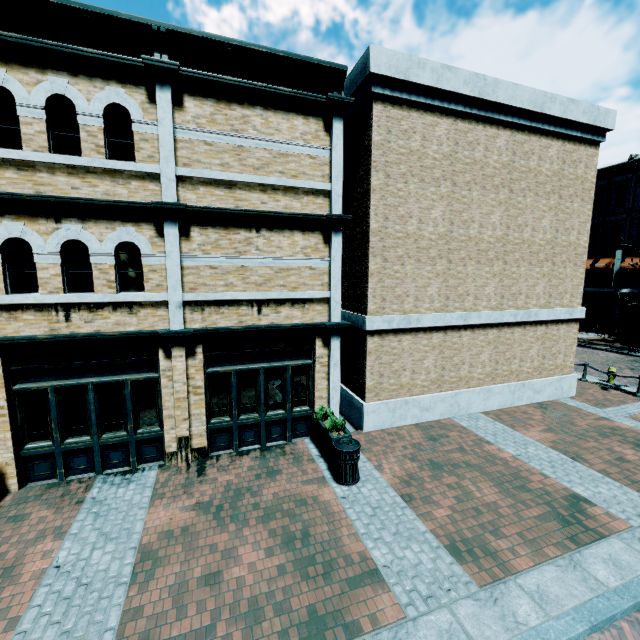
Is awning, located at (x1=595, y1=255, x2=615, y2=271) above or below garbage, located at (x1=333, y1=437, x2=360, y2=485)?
above

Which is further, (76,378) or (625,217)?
(625,217)

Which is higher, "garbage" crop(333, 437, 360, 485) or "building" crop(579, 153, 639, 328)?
"building" crop(579, 153, 639, 328)

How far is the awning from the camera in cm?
2524

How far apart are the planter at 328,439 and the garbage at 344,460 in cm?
9

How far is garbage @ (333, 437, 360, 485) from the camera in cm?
702

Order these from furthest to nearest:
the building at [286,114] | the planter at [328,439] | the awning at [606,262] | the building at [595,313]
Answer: the awning at [606,262] → the building at [595,313] → the planter at [328,439] → the building at [286,114]

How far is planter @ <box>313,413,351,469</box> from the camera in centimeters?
764cm
